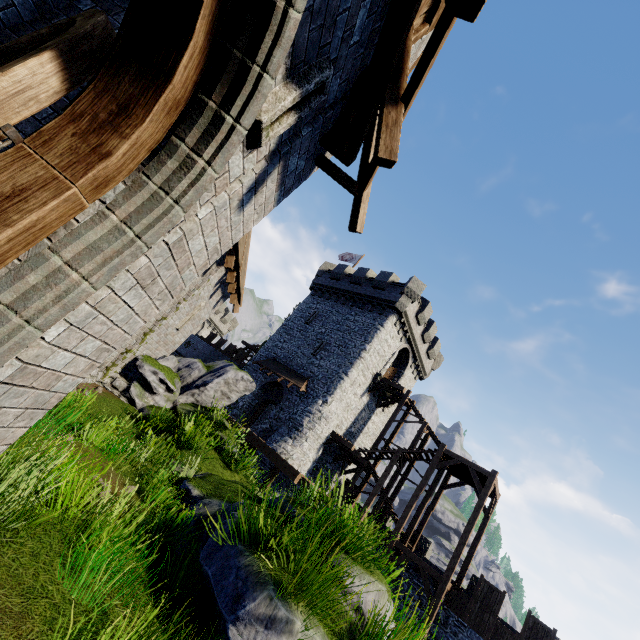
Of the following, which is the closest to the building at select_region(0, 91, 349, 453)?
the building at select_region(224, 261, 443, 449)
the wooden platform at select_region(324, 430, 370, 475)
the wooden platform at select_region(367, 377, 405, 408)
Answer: the building at select_region(224, 261, 443, 449)

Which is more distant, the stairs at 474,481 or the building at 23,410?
the stairs at 474,481

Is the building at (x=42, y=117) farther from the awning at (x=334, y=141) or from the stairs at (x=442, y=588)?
the stairs at (x=442, y=588)

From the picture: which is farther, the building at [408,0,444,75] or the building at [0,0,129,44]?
the building at [408,0,444,75]

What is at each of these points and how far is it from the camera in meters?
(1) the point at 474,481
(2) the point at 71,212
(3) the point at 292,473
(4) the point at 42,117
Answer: (1) stairs, 17.9
(2) double door, 1.9
(3) walkway, 16.8
(4) building, 3.1

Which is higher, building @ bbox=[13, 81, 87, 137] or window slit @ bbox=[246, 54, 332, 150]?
window slit @ bbox=[246, 54, 332, 150]

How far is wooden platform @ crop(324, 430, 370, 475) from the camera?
21.47m

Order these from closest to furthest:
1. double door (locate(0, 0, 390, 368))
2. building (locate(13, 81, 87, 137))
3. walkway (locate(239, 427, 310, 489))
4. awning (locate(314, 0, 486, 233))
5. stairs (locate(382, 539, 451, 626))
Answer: double door (locate(0, 0, 390, 368)) < awning (locate(314, 0, 486, 233)) < building (locate(13, 81, 87, 137)) < stairs (locate(382, 539, 451, 626)) < walkway (locate(239, 427, 310, 489))
